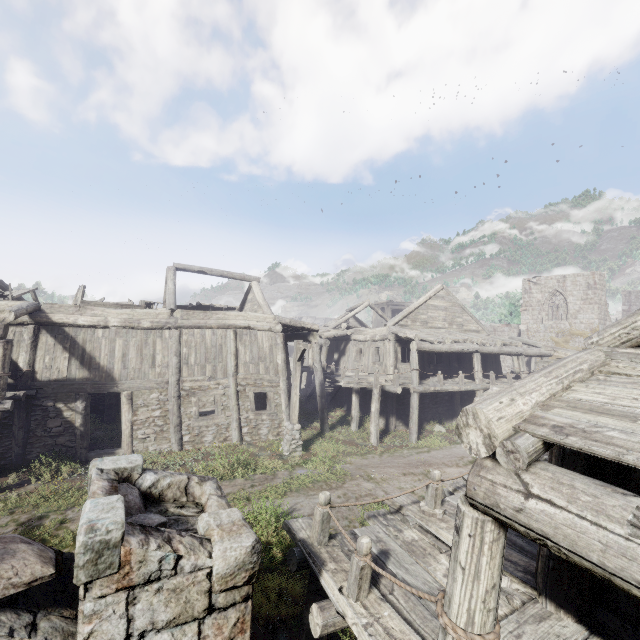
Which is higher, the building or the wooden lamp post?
the building

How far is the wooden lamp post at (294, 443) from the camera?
13.24m

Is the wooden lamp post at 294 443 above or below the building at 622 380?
below

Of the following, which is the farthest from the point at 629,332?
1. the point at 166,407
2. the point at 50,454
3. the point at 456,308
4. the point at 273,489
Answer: the point at 456,308

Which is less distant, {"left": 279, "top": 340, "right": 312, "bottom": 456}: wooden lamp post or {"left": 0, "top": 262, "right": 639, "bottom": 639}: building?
{"left": 0, "top": 262, "right": 639, "bottom": 639}: building

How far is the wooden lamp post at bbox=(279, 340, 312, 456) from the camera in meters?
13.2
